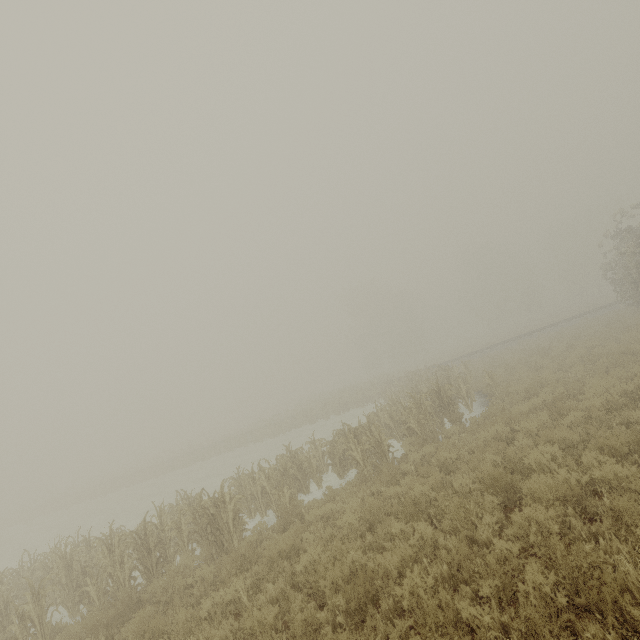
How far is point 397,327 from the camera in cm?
5953
